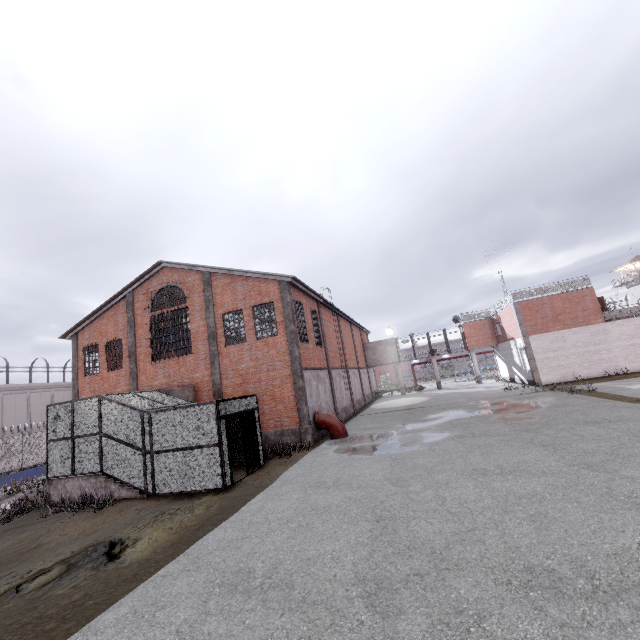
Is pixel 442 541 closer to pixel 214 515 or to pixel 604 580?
Answer: pixel 604 580

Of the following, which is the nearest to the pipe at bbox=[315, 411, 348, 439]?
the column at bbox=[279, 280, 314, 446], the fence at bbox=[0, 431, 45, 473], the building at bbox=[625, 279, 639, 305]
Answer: the column at bbox=[279, 280, 314, 446]

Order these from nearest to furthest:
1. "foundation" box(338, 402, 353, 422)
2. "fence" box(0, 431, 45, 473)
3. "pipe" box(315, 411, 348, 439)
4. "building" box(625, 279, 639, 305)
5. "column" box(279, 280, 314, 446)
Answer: "column" box(279, 280, 314, 446), "pipe" box(315, 411, 348, 439), "foundation" box(338, 402, 353, 422), "fence" box(0, 431, 45, 473), "building" box(625, 279, 639, 305)

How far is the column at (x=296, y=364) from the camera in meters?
16.6 m

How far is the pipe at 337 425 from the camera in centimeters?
1725cm

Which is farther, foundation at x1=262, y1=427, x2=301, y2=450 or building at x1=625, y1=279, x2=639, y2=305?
building at x1=625, y1=279, x2=639, y2=305

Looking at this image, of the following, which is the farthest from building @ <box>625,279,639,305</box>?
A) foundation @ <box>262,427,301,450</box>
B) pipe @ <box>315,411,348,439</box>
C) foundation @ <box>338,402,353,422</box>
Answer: foundation @ <box>262,427,301,450</box>

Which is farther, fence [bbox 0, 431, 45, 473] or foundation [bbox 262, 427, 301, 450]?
fence [bbox 0, 431, 45, 473]
